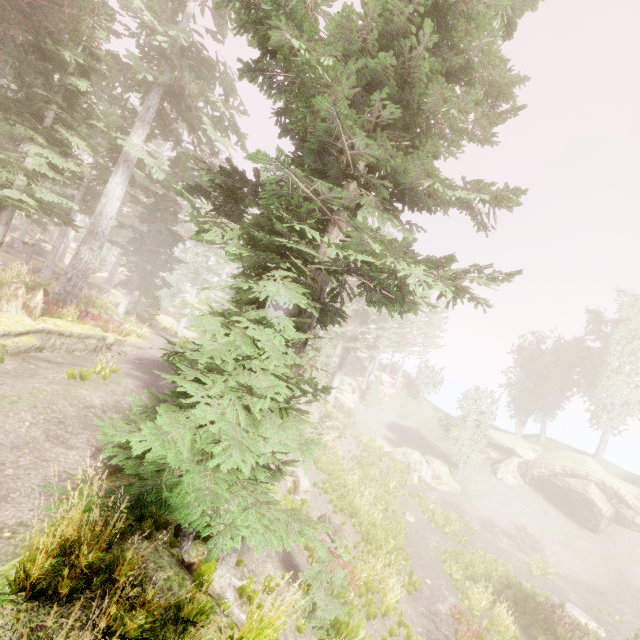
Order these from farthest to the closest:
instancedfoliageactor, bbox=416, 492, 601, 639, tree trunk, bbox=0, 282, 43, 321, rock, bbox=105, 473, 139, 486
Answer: instancedfoliageactor, bbox=416, 492, 601, 639, tree trunk, bbox=0, 282, 43, 321, rock, bbox=105, 473, 139, 486

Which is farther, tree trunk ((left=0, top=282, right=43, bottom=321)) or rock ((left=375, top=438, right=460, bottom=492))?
rock ((left=375, top=438, right=460, bottom=492))

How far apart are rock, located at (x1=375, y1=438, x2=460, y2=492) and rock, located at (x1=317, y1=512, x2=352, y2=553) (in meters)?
16.94

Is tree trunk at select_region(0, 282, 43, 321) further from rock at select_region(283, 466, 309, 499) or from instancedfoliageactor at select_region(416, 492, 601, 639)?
rock at select_region(283, 466, 309, 499)

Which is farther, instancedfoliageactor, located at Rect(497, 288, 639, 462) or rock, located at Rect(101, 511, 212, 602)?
instancedfoliageactor, located at Rect(497, 288, 639, 462)

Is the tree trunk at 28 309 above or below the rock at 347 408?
above

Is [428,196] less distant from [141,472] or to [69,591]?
[141,472]

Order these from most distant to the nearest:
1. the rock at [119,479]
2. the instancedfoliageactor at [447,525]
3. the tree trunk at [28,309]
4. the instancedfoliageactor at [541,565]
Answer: the instancedfoliageactor at [541,565]
the instancedfoliageactor at [447,525]
the tree trunk at [28,309]
the rock at [119,479]
